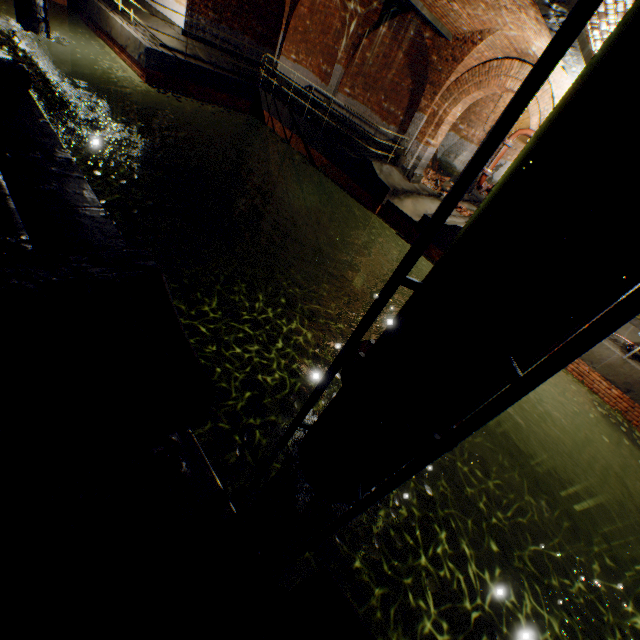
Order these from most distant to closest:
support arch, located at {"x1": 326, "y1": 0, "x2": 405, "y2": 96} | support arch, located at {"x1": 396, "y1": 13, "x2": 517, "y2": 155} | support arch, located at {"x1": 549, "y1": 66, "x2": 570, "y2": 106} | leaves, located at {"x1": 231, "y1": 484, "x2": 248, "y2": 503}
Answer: support arch, located at {"x1": 326, "y1": 0, "x2": 405, "y2": 96}, support arch, located at {"x1": 396, "y1": 13, "x2": 517, "y2": 155}, support arch, located at {"x1": 549, "y1": 66, "x2": 570, "y2": 106}, leaves, located at {"x1": 231, "y1": 484, "x2": 248, "y2": 503}

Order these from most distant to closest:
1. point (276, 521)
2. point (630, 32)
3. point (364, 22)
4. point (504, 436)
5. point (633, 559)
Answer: point (364, 22) < point (504, 436) < point (633, 559) < point (276, 521) < point (630, 32)

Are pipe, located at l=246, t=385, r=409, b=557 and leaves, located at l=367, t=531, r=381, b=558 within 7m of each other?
yes

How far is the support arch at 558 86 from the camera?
8.5 meters

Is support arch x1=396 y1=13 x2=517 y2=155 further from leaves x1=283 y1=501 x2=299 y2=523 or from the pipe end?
leaves x1=283 y1=501 x2=299 y2=523

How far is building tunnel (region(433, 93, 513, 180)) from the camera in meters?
14.8

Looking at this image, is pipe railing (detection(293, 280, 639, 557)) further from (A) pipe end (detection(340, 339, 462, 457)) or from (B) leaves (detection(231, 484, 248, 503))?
(B) leaves (detection(231, 484, 248, 503))

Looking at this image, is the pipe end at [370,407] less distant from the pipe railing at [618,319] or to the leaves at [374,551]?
the pipe railing at [618,319]
